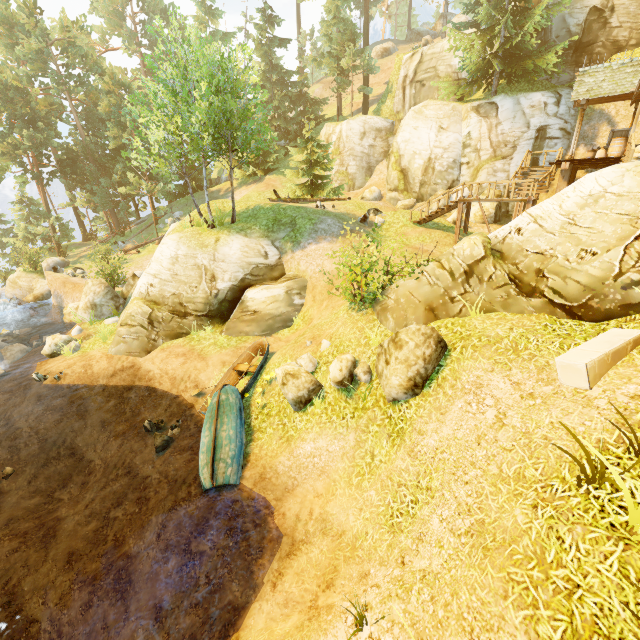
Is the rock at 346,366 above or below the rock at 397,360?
below

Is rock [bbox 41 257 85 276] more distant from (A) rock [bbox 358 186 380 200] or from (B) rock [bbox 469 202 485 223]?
(B) rock [bbox 469 202 485 223]

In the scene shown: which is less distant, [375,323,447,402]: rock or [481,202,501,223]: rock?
[375,323,447,402]: rock

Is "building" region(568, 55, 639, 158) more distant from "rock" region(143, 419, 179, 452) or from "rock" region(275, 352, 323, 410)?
"rock" region(143, 419, 179, 452)

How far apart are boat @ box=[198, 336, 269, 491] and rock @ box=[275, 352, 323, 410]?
1.5 meters

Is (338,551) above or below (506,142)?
below

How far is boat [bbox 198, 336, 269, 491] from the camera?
9.4m

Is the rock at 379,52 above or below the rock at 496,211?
above
